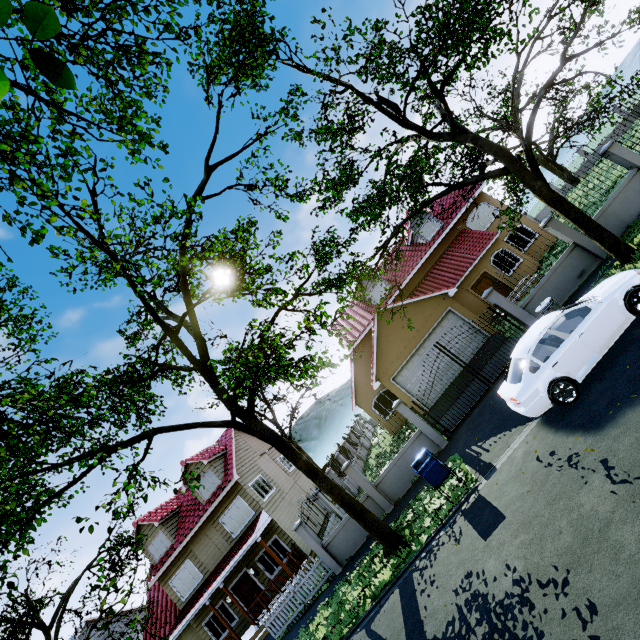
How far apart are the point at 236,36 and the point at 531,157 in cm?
1021

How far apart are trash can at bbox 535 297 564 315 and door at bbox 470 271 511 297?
9.99m

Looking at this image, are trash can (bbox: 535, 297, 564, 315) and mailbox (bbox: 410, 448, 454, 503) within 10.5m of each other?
yes

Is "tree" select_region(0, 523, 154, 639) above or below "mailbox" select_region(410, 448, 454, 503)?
above

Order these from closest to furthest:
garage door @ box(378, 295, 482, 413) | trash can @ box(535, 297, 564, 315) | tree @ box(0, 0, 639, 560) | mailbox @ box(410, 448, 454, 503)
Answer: tree @ box(0, 0, 639, 560) → mailbox @ box(410, 448, 454, 503) → trash can @ box(535, 297, 564, 315) → garage door @ box(378, 295, 482, 413)

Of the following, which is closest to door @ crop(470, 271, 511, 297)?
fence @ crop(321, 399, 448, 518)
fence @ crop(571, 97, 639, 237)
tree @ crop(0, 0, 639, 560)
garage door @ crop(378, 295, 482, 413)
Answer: garage door @ crop(378, 295, 482, 413)

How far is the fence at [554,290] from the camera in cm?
1245

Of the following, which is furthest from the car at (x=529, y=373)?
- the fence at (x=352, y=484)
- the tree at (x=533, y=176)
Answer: the fence at (x=352, y=484)
